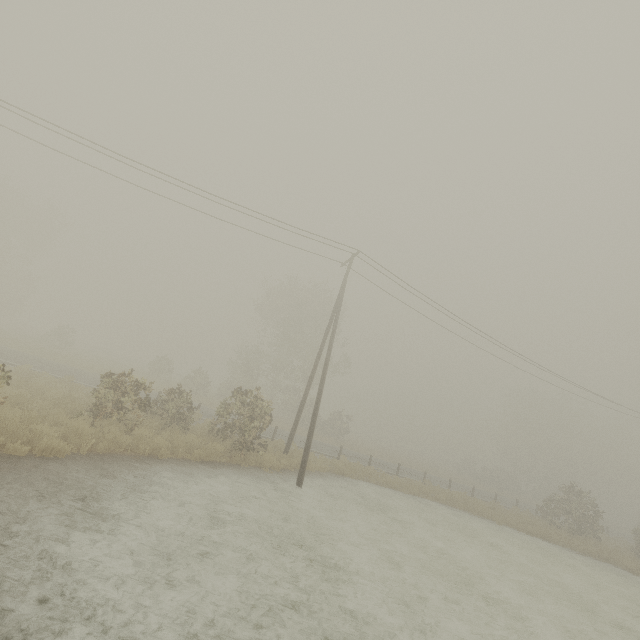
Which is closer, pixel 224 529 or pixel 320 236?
pixel 224 529
